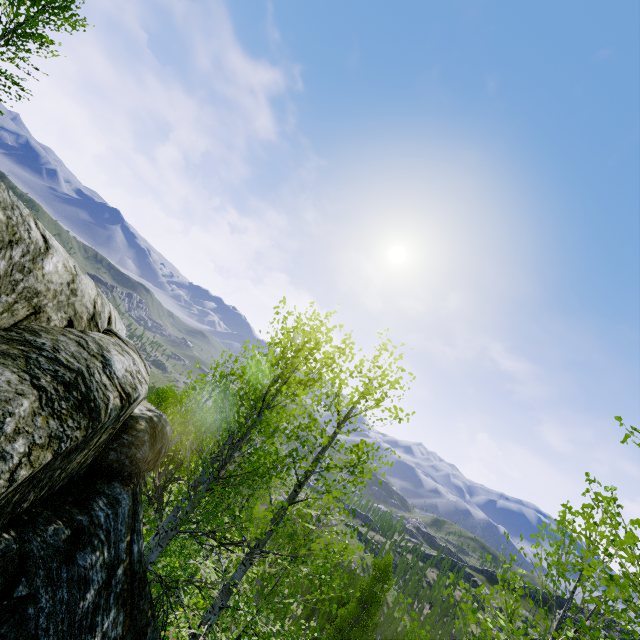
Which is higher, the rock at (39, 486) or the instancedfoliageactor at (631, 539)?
the instancedfoliageactor at (631, 539)

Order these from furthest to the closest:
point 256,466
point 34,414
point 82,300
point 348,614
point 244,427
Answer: point 348,614 → point 244,427 → point 256,466 → point 82,300 → point 34,414

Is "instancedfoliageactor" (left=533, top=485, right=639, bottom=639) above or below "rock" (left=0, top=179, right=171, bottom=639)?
above

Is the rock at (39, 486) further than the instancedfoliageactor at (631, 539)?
No

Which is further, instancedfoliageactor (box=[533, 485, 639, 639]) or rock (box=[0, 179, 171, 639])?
instancedfoliageactor (box=[533, 485, 639, 639])
